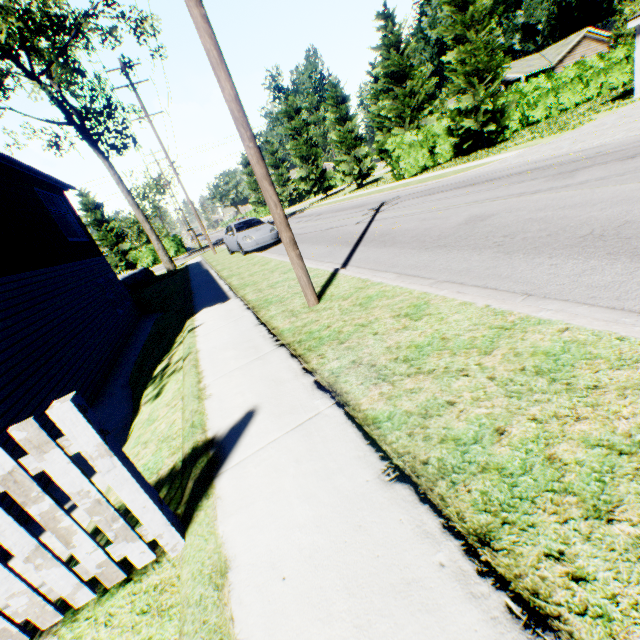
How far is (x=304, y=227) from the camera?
18.5 meters

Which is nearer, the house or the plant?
the plant

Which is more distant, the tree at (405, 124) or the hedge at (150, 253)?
the hedge at (150, 253)

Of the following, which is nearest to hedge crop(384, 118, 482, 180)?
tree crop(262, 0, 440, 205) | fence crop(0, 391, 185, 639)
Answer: tree crop(262, 0, 440, 205)

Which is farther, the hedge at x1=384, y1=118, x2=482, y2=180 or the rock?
the rock

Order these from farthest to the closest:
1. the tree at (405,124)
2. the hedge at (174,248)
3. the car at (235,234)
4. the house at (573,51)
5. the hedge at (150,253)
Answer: the hedge at (174,248)
the hedge at (150,253)
the house at (573,51)
the tree at (405,124)
the car at (235,234)

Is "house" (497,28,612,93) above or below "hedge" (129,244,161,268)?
above

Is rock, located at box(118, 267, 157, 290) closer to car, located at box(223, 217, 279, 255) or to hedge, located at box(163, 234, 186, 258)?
car, located at box(223, 217, 279, 255)
